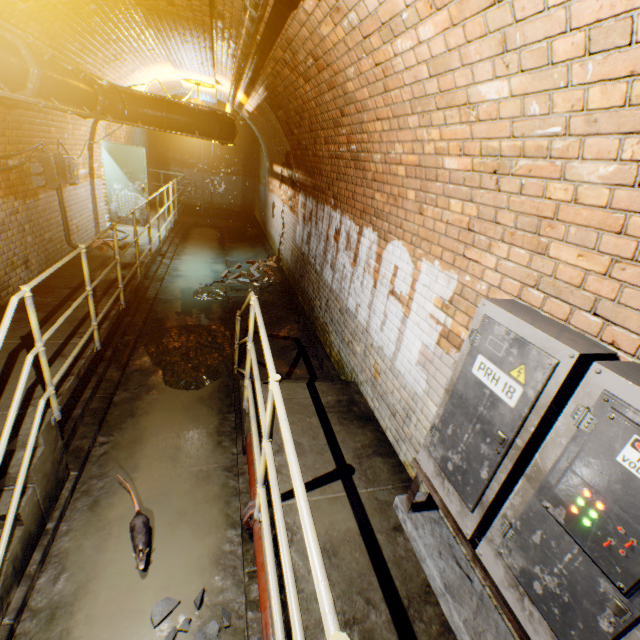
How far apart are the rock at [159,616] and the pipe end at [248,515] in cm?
55

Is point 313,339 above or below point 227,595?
above

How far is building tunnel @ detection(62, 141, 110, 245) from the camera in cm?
650

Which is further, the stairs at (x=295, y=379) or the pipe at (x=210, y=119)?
the pipe at (x=210, y=119)

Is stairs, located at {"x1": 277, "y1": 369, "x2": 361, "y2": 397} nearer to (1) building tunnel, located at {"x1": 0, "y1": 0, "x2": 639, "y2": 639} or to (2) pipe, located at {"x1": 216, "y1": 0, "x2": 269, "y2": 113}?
(1) building tunnel, located at {"x1": 0, "y1": 0, "x2": 639, "y2": 639}

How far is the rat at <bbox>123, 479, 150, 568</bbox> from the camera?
2.71m

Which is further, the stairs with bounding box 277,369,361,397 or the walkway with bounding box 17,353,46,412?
the stairs with bounding box 277,369,361,397

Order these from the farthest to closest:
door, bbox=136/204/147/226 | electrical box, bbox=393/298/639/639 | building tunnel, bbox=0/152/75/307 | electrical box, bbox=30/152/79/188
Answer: door, bbox=136/204/147/226, electrical box, bbox=30/152/79/188, building tunnel, bbox=0/152/75/307, electrical box, bbox=393/298/639/639
